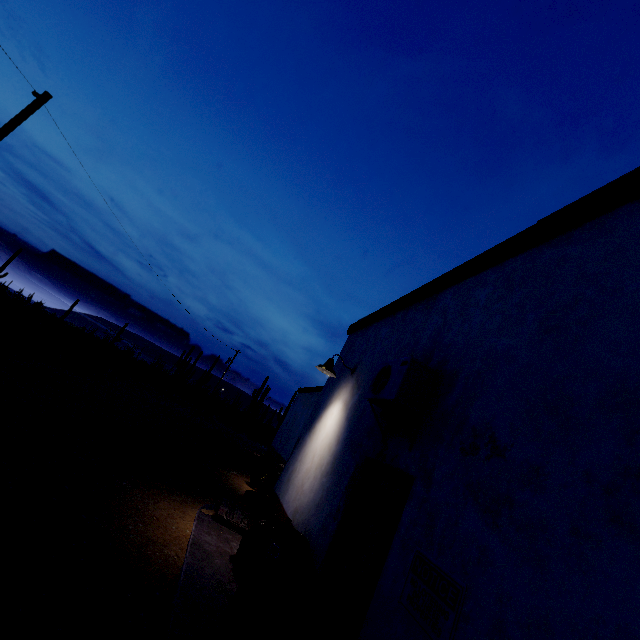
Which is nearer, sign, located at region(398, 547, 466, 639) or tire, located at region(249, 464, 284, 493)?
sign, located at region(398, 547, 466, 639)

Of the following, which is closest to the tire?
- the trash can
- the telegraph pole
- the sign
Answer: the trash can

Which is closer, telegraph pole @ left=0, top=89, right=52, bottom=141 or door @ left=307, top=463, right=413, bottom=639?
door @ left=307, top=463, right=413, bottom=639

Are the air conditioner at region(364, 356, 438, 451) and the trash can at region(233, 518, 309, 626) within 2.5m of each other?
yes

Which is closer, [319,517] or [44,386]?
[319,517]

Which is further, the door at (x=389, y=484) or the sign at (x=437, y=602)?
the door at (x=389, y=484)

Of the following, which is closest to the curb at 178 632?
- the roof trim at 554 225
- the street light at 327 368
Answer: the street light at 327 368

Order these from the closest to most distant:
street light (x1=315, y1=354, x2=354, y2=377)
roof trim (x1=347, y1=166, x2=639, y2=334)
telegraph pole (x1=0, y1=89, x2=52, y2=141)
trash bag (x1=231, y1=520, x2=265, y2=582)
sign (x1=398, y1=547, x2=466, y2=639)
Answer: sign (x1=398, y1=547, x2=466, y2=639) → roof trim (x1=347, y1=166, x2=639, y2=334) → trash bag (x1=231, y1=520, x2=265, y2=582) → street light (x1=315, y1=354, x2=354, y2=377) → telegraph pole (x1=0, y1=89, x2=52, y2=141)
